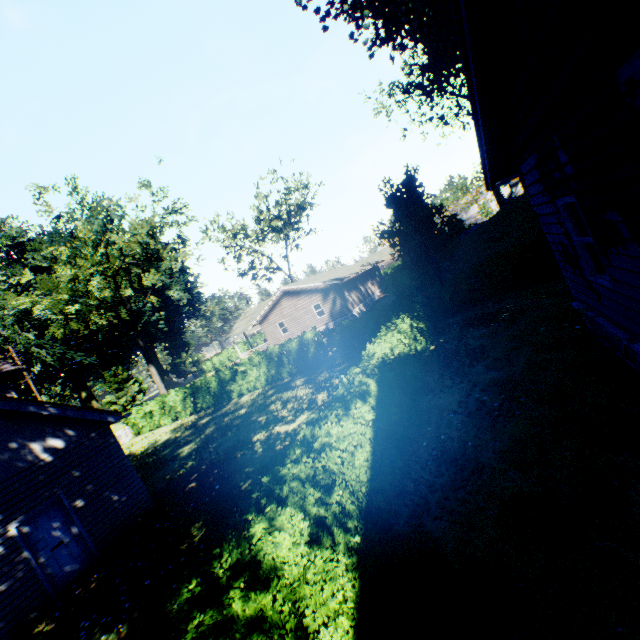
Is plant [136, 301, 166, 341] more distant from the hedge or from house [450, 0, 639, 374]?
house [450, 0, 639, 374]

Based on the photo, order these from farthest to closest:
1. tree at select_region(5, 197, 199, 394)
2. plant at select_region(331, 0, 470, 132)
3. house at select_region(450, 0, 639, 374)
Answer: tree at select_region(5, 197, 199, 394) < plant at select_region(331, 0, 470, 132) < house at select_region(450, 0, 639, 374)

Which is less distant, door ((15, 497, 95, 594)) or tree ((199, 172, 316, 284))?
door ((15, 497, 95, 594))

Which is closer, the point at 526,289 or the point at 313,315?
the point at 526,289

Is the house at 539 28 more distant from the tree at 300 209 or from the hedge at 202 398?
the tree at 300 209

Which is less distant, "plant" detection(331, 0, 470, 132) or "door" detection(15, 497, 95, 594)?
"door" detection(15, 497, 95, 594)

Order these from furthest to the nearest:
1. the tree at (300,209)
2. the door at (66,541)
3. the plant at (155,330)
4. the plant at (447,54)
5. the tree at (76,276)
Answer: the plant at (155,330) < the tree at (300,209) < the tree at (76,276) < the plant at (447,54) < the door at (66,541)

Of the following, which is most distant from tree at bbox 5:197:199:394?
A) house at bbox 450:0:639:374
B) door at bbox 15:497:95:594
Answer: house at bbox 450:0:639:374
